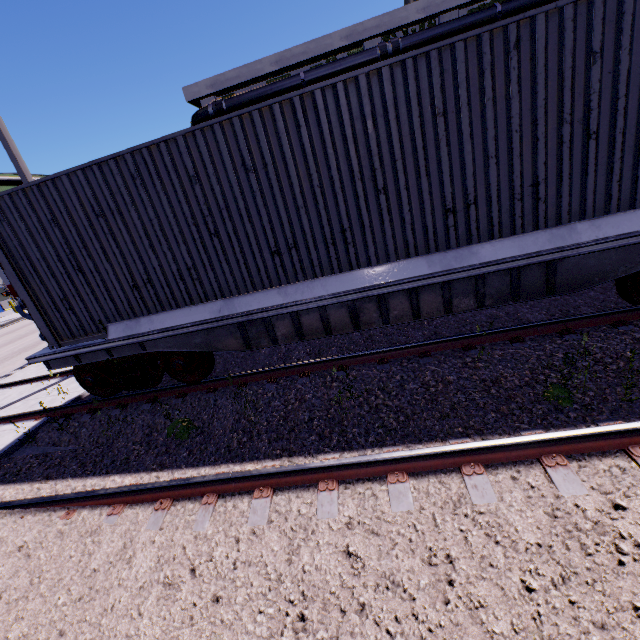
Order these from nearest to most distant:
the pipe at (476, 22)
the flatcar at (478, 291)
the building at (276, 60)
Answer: the flatcar at (478, 291), the pipe at (476, 22), the building at (276, 60)

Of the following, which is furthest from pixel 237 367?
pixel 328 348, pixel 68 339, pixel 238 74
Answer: pixel 238 74

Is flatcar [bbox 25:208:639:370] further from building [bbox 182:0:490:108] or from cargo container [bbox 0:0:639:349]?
building [bbox 182:0:490:108]

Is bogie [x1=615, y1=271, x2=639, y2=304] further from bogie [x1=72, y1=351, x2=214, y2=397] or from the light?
the light

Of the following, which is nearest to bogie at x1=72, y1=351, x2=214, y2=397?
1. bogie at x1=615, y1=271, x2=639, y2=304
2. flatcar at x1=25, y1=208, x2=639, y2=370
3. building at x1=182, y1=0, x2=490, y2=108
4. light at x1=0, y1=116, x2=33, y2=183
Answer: flatcar at x1=25, y1=208, x2=639, y2=370

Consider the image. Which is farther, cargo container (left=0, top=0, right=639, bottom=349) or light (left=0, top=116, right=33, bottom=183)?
light (left=0, top=116, right=33, bottom=183)

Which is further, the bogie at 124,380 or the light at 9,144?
the light at 9,144

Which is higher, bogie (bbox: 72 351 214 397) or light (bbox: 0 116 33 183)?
light (bbox: 0 116 33 183)
